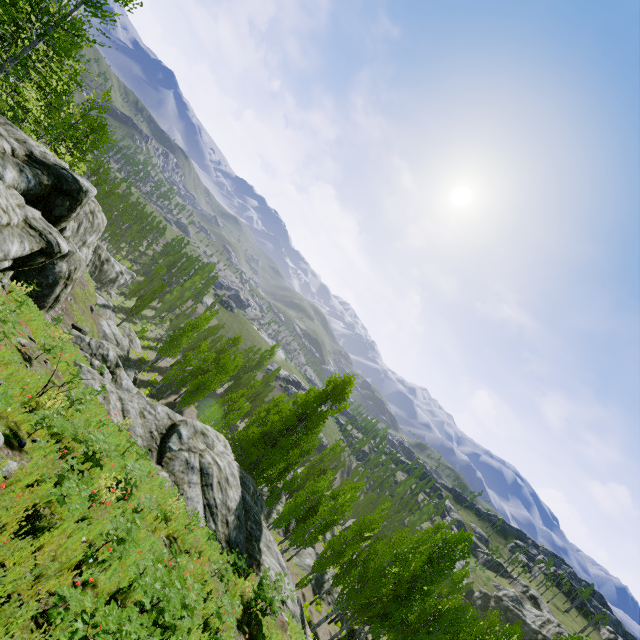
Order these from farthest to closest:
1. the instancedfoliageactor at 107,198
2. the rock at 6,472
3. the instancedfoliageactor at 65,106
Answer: the instancedfoliageactor at 107,198, the instancedfoliageactor at 65,106, the rock at 6,472

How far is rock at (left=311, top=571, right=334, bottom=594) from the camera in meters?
31.9 m

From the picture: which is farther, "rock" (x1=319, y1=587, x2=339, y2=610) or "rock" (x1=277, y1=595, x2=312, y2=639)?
"rock" (x1=319, y1=587, x2=339, y2=610)

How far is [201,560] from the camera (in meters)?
12.31

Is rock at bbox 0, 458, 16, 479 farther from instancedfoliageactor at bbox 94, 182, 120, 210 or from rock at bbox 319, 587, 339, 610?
rock at bbox 319, 587, 339, 610

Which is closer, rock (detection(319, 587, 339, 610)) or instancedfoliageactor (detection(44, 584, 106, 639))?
instancedfoliageactor (detection(44, 584, 106, 639))

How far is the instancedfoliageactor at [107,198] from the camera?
52.5 meters
